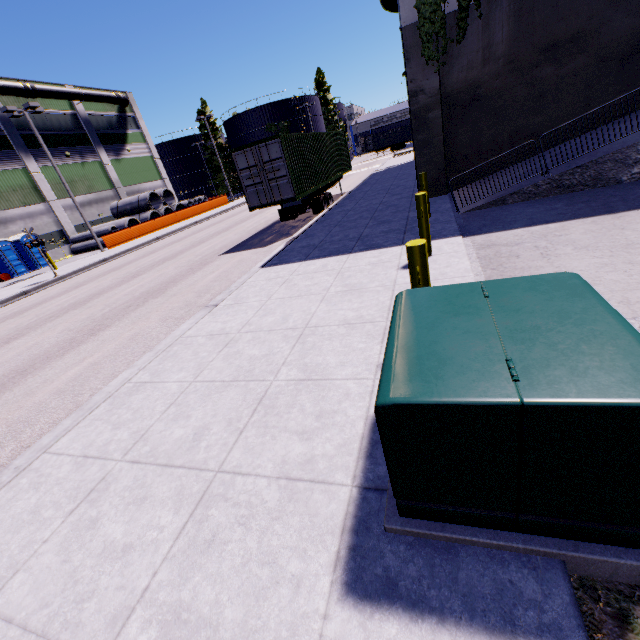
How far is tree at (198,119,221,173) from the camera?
57.8m

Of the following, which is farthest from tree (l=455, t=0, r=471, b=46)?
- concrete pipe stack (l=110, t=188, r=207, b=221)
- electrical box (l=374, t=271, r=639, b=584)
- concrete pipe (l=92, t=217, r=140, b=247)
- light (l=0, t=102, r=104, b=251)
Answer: light (l=0, t=102, r=104, b=251)

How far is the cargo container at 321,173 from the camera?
12.5m

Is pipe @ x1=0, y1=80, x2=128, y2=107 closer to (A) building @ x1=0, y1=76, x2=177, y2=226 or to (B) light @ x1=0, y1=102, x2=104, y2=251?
(A) building @ x1=0, y1=76, x2=177, y2=226

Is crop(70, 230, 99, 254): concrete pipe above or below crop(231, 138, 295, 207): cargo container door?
below

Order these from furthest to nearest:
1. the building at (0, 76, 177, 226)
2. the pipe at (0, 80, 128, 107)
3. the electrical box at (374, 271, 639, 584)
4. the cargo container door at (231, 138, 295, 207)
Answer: the building at (0, 76, 177, 226) < the pipe at (0, 80, 128, 107) < the cargo container door at (231, 138, 295, 207) < the electrical box at (374, 271, 639, 584)

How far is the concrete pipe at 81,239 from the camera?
30.3 meters

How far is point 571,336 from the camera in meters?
1.7 m
